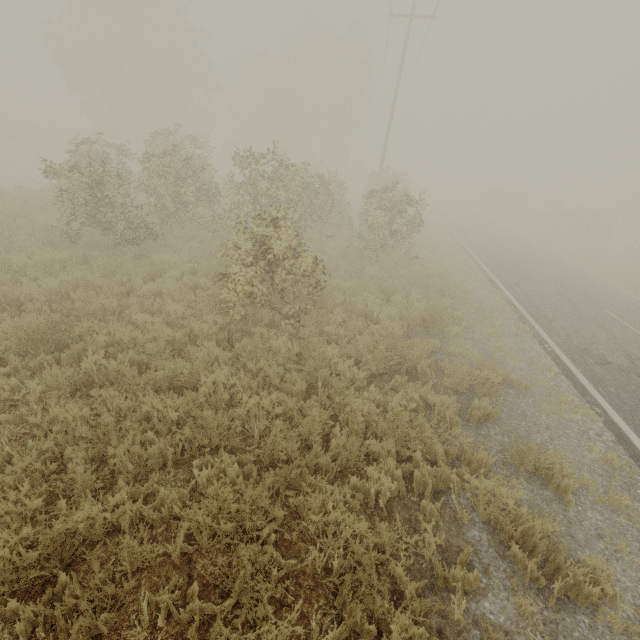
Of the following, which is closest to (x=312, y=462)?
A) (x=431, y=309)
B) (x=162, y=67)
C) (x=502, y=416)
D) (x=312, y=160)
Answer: (x=502, y=416)
